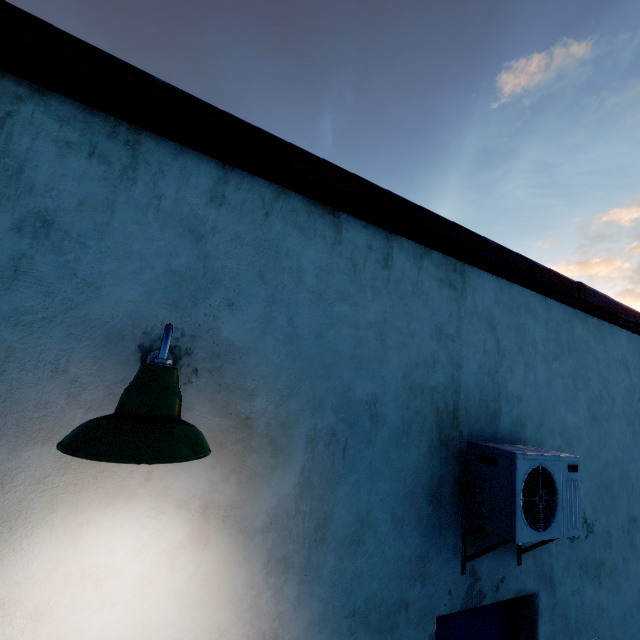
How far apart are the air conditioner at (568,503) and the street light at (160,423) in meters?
2.0

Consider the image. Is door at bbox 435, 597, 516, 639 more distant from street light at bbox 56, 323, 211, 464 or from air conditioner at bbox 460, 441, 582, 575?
street light at bbox 56, 323, 211, 464

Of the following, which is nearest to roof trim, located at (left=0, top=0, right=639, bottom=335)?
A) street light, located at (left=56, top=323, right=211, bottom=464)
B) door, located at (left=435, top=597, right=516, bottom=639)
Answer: street light, located at (left=56, top=323, right=211, bottom=464)

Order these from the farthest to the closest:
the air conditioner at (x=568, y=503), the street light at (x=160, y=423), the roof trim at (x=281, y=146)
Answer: the air conditioner at (x=568, y=503), the roof trim at (x=281, y=146), the street light at (x=160, y=423)

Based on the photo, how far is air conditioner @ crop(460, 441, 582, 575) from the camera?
2.08m

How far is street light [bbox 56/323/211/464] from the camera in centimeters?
90cm

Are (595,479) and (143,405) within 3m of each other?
no

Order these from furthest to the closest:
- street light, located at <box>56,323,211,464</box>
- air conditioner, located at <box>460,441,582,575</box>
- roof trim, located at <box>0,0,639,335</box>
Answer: air conditioner, located at <box>460,441,582,575</box>, roof trim, located at <box>0,0,639,335</box>, street light, located at <box>56,323,211,464</box>
